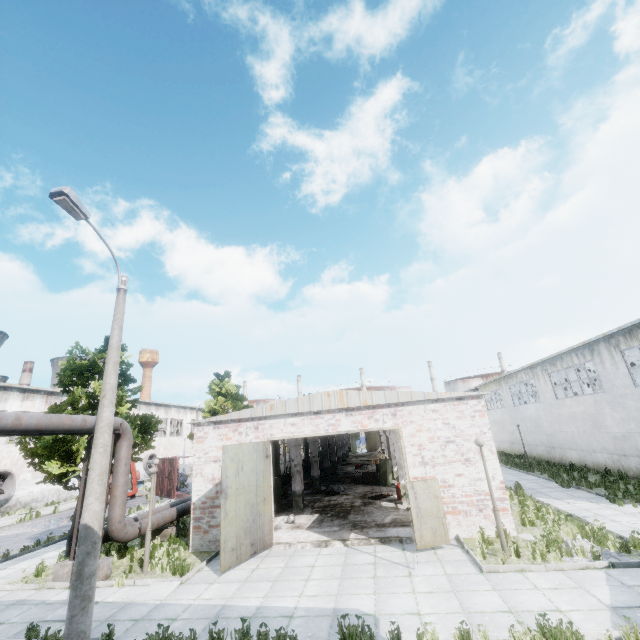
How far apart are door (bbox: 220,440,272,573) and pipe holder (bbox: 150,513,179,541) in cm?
545

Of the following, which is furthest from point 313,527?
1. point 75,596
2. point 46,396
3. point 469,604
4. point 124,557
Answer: point 46,396

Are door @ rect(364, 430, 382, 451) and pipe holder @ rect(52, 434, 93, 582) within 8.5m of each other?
no

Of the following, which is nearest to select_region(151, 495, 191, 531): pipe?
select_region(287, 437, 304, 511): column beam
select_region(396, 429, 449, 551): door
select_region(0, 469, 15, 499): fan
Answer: select_region(287, 437, 304, 511): column beam

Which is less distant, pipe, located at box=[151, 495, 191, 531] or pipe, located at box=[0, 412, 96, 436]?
pipe, located at box=[0, 412, 96, 436]

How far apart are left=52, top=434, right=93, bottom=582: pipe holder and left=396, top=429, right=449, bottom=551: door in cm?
1039

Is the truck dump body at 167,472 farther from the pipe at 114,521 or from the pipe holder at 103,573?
the pipe holder at 103,573

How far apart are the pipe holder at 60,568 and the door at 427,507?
10.39m
